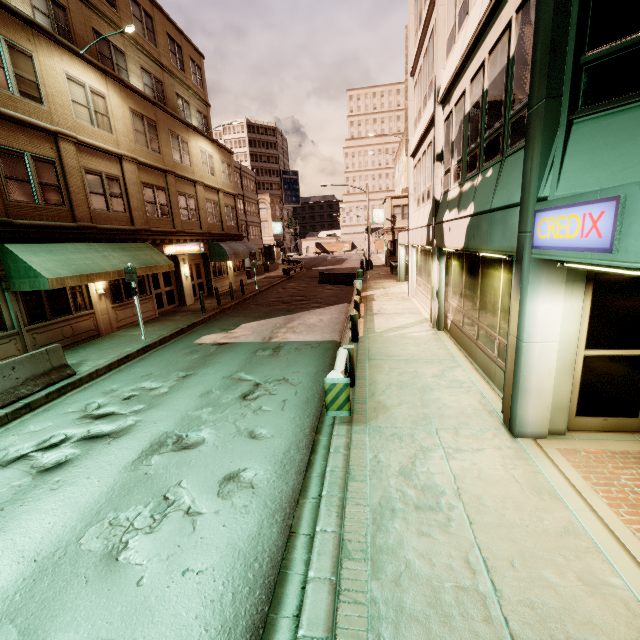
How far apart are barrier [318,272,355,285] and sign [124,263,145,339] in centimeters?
1642cm

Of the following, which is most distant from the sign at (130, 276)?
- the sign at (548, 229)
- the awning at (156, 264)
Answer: the sign at (548, 229)

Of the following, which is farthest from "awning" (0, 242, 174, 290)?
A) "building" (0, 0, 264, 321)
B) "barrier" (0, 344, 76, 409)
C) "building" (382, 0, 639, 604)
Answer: "building" (382, 0, 639, 604)

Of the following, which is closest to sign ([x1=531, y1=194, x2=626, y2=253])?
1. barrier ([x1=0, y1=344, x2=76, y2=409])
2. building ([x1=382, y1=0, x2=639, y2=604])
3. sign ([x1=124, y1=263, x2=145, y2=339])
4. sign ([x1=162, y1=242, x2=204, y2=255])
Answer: building ([x1=382, y1=0, x2=639, y2=604])

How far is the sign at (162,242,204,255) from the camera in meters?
18.1

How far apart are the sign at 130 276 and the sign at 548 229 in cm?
1285

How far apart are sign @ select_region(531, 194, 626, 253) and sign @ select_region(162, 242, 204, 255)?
16.9 meters

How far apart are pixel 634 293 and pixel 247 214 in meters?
52.3
